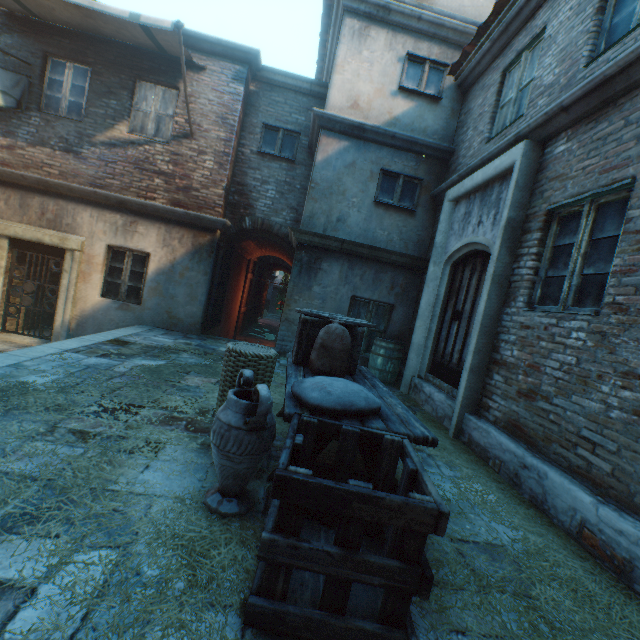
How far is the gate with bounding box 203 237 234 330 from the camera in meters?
8.2 m

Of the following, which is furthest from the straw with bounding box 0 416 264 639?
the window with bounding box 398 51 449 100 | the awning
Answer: the window with bounding box 398 51 449 100

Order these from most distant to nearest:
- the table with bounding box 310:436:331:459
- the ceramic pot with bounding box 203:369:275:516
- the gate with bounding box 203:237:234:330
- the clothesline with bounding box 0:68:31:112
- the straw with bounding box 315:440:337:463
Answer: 1. the gate with bounding box 203:237:234:330
2. the clothesline with bounding box 0:68:31:112
3. the straw with bounding box 315:440:337:463
4. the table with bounding box 310:436:331:459
5. the ceramic pot with bounding box 203:369:275:516

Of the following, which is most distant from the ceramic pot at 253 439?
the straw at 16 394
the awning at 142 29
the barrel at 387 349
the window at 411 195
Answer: the awning at 142 29

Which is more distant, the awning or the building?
the awning

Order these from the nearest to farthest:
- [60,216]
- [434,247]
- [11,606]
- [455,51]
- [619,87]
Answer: [11,606] < [619,87] < [434,247] < [455,51] < [60,216]

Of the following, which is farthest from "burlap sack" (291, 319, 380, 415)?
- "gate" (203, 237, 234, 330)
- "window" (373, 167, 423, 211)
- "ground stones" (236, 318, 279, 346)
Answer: "ground stones" (236, 318, 279, 346)

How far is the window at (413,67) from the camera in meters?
7.0 m
